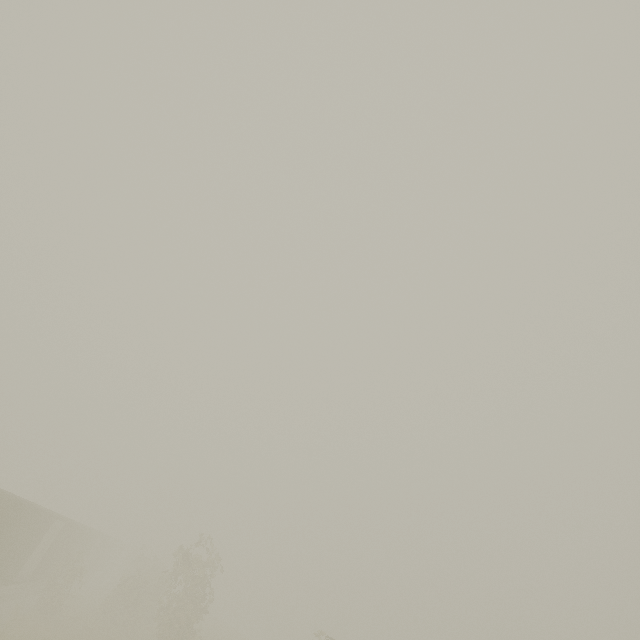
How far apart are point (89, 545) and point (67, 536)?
10.1m
